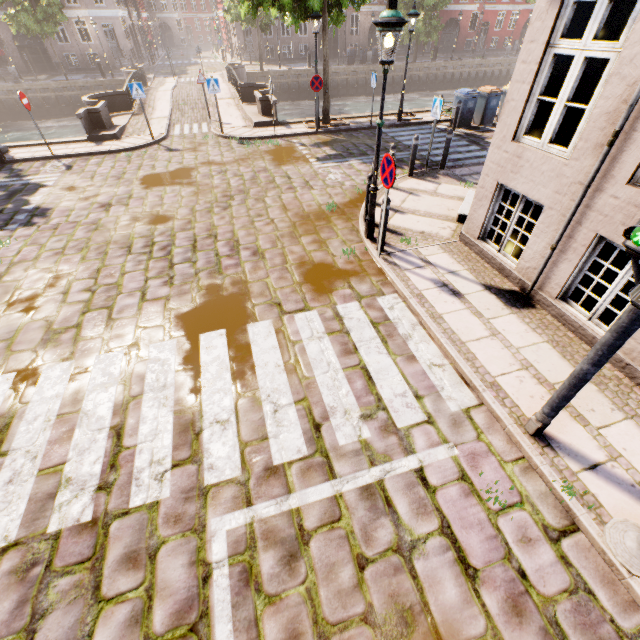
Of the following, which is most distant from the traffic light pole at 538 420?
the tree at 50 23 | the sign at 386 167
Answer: the tree at 50 23

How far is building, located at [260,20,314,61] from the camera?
35.5 meters

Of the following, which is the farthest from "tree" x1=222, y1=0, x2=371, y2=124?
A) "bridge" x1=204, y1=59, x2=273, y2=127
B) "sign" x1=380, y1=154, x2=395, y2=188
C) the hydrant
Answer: the hydrant

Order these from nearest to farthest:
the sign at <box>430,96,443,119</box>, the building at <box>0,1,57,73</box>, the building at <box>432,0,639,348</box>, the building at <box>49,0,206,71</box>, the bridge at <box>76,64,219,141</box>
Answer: the building at <box>432,0,639,348</box>, the sign at <box>430,96,443,119</box>, the bridge at <box>76,64,219,141</box>, the building at <box>0,1,57,73</box>, the building at <box>49,0,206,71</box>

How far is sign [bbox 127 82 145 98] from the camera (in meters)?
12.03

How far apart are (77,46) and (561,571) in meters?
48.3 m

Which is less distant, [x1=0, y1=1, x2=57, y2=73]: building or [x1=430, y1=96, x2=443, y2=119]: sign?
[x1=430, y1=96, x2=443, y2=119]: sign

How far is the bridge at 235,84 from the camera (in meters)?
14.98
